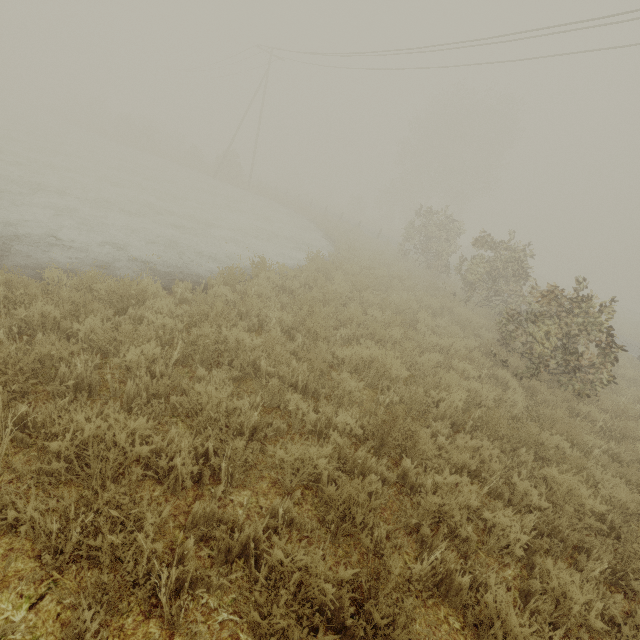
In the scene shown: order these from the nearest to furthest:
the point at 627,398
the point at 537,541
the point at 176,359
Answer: the point at 537,541 < the point at 176,359 < the point at 627,398
